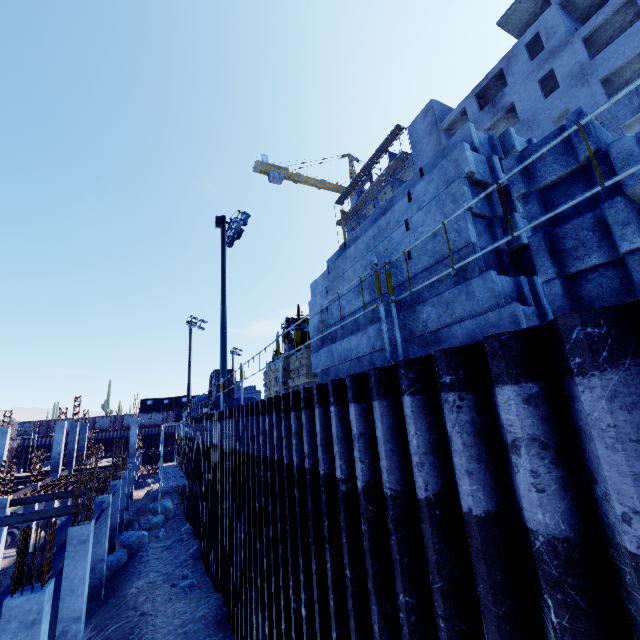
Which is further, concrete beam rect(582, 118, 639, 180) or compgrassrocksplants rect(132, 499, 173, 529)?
compgrassrocksplants rect(132, 499, 173, 529)

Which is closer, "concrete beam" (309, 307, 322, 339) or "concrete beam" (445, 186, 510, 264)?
"concrete beam" (445, 186, 510, 264)

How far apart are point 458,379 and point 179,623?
12.2m

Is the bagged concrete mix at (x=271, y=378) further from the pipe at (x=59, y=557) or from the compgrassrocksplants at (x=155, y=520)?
the compgrassrocksplants at (x=155, y=520)

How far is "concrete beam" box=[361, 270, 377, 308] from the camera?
4.8m

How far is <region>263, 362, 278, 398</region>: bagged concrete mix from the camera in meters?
9.4 m

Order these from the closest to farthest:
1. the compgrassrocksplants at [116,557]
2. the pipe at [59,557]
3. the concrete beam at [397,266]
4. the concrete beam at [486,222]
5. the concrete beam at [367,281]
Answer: the concrete beam at [486,222] < the concrete beam at [397,266] < the concrete beam at [367,281] < the pipe at [59,557] < the compgrassrocksplants at [116,557]

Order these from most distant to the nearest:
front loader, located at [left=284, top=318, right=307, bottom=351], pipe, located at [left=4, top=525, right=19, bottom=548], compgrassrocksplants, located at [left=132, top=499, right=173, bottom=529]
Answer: pipe, located at [left=4, top=525, right=19, bottom=548], compgrassrocksplants, located at [left=132, top=499, right=173, bottom=529], front loader, located at [left=284, top=318, right=307, bottom=351]
